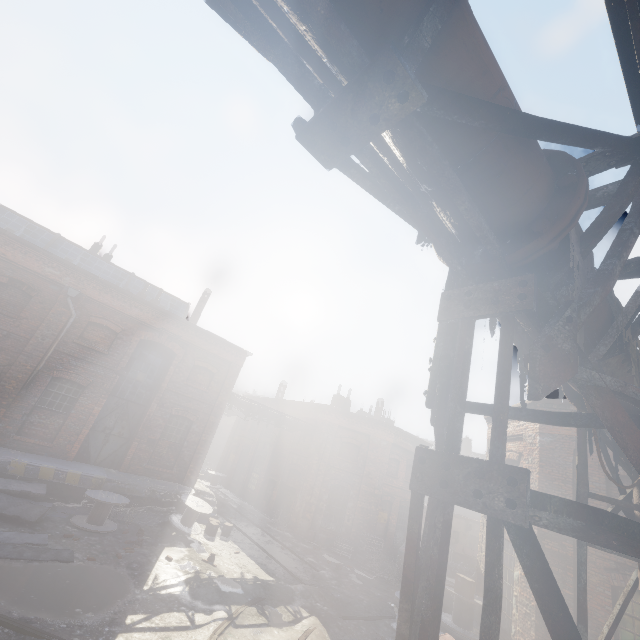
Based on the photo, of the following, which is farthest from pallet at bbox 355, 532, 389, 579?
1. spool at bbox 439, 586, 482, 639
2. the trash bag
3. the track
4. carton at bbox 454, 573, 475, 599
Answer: the track

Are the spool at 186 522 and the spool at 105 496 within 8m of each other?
yes

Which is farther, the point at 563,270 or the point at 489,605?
the point at 563,270

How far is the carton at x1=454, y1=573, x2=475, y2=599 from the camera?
10.3m

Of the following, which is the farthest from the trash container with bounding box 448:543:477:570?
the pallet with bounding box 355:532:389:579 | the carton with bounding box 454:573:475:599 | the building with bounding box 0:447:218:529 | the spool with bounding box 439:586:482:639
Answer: the building with bounding box 0:447:218:529

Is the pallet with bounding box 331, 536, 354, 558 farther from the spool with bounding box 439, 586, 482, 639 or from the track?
the track

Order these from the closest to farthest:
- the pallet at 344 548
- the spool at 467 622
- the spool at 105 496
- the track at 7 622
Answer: the track at 7 622, the spool at 467 622, the spool at 105 496, the pallet at 344 548

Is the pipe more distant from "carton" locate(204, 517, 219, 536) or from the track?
"carton" locate(204, 517, 219, 536)
